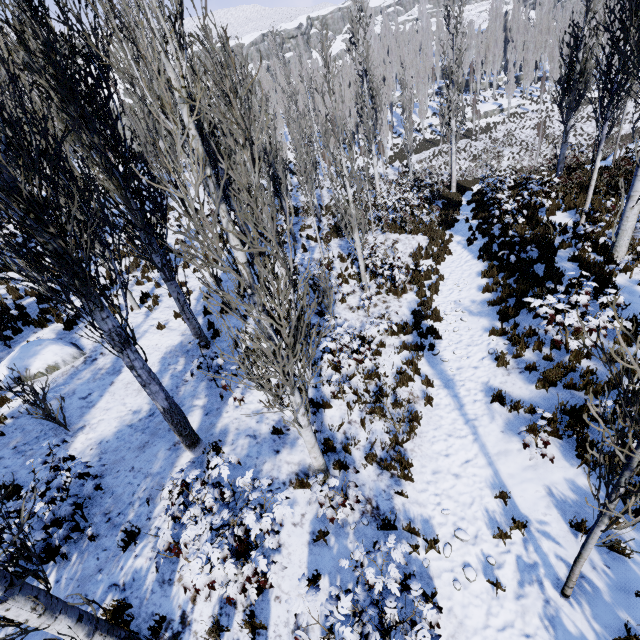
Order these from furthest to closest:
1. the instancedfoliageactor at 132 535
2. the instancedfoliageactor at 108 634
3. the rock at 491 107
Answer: the rock at 491 107 → the instancedfoliageactor at 132 535 → the instancedfoliageactor at 108 634

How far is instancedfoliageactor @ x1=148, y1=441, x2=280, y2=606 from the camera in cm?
405

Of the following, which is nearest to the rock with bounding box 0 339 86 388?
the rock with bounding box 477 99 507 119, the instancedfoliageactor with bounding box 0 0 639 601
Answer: the instancedfoliageactor with bounding box 0 0 639 601

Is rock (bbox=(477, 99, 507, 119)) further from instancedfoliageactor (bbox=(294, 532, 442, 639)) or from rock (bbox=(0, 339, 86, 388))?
rock (bbox=(0, 339, 86, 388))

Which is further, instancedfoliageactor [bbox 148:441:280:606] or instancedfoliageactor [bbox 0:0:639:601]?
instancedfoliageactor [bbox 148:441:280:606]

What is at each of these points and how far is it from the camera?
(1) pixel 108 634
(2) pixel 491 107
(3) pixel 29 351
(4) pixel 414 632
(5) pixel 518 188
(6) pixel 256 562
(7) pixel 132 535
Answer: (1) instancedfoliageactor, 3.6m
(2) rock, 47.0m
(3) rock, 8.8m
(4) instancedfoliageactor, 3.8m
(5) instancedfoliageactor, 16.2m
(6) instancedfoliageactor, 4.3m
(7) instancedfoliageactor, 5.1m

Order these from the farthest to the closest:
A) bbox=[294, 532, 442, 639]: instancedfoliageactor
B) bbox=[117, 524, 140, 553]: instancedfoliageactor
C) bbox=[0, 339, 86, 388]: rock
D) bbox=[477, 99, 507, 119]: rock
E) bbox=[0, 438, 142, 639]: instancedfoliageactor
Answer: bbox=[477, 99, 507, 119]: rock
bbox=[0, 339, 86, 388]: rock
bbox=[117, 524, 140, 553]: instancedfoliageactor
bbox=[294, 532, 442, 639]: instancedfoliageactor
bbox=[0, 438, 142, 639]: instancedfoliageactor

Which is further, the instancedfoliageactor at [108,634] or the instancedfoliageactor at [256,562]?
the instancedfoliageactor at [256,562]
